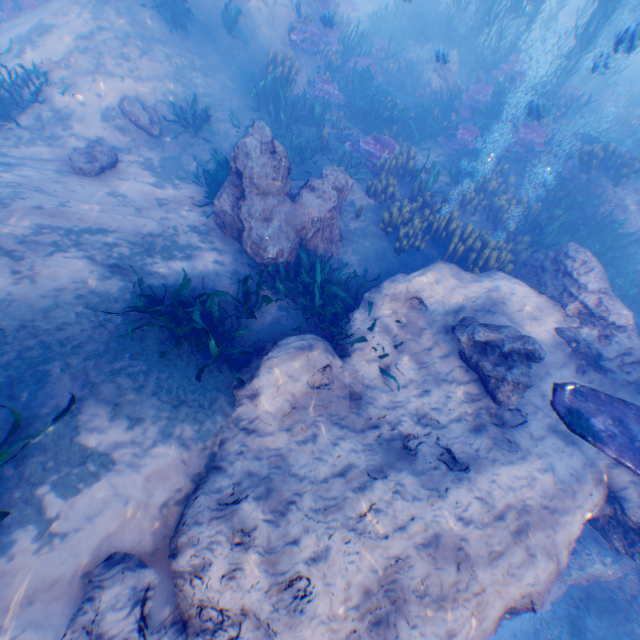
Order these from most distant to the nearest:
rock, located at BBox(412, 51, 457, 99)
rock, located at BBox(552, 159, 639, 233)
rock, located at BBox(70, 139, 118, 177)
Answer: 1. rock, located at BBox(412, 51, 457, 99)
2. rock, located at BBox(552, 159, 639, 233)
3. rock, located at BBox(70, 139, 118, 177)

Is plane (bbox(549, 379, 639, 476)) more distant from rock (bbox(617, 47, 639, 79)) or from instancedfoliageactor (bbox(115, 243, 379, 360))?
instancedfoliageactor (bbox(115, 243, 379, 360))

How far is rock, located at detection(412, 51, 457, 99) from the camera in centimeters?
1294cm

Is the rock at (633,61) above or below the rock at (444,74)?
below

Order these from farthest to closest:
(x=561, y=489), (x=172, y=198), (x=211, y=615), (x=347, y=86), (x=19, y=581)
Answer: (x=347, y=86) → (x=172, y=198) → (x=561, y=489) → (x=211, y=615) → (x=19, y=581)

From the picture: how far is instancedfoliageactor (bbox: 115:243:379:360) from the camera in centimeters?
500cm

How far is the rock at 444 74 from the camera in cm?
1294
